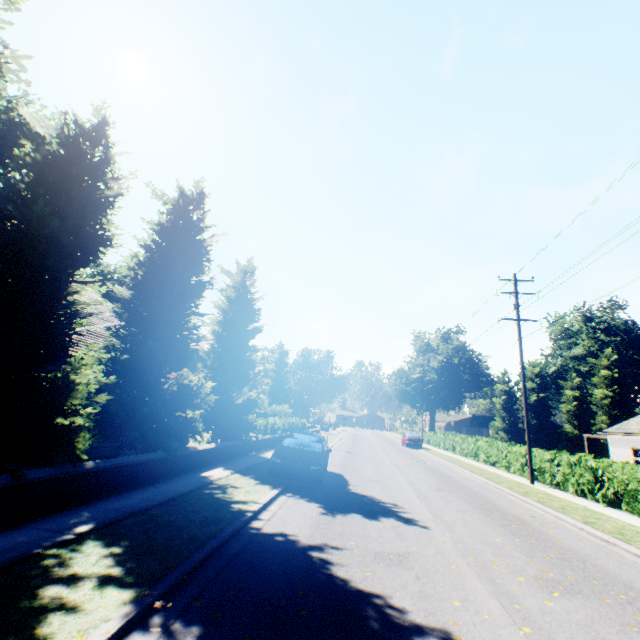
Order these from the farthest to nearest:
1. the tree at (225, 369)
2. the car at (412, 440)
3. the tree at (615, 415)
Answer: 1. the tree at (615, 415)
2. the car at (412, 440)
3. the tree at (225, 369)

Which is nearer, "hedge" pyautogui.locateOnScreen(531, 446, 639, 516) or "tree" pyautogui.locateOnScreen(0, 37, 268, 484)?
"tree" pyautogui.locateOnScreen(0, 37, 268, 484)

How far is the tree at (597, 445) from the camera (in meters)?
43.99

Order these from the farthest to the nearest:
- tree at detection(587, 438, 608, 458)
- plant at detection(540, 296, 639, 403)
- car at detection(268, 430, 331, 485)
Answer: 1. plant at detection(540, 296, 639, 403)
2. tree at detection(587, 438, 608, 458)
3. car at detection(268, 430, 331, 485)

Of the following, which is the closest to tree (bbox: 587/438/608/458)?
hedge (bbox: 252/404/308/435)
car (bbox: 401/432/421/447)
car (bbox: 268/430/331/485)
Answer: hedge (bbox: 252/404/308/435)

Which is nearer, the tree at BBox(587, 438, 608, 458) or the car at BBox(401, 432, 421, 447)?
the car at BBox(401, 432, 421, 447)

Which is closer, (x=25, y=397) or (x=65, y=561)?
(x=65, y=561)

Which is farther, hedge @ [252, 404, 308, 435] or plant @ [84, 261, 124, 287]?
plant @ [84, 261, 124, 287]
